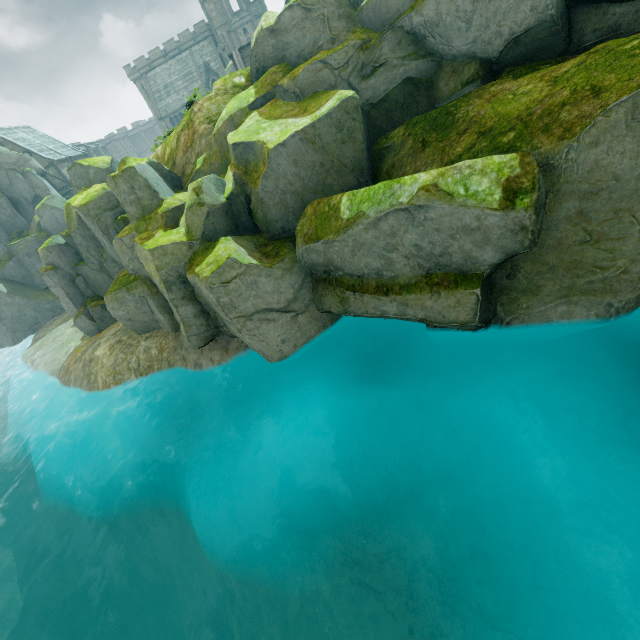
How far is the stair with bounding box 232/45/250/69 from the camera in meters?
26.4 m

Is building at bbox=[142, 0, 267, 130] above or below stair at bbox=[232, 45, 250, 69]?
above

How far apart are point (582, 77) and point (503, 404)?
8.0 meters

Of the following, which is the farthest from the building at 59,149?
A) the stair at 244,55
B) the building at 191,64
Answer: the stair at 244,55

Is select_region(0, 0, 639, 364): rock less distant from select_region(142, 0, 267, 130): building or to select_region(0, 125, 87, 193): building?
select_region(0, 125, 87, 193): building

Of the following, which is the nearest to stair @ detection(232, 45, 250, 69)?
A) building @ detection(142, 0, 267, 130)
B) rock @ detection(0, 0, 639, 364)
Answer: rock @ detection(0, 0, 639, 364)

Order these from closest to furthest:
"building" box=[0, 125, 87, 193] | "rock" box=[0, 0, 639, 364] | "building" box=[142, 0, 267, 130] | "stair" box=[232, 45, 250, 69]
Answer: → "rock" box=[0, 0, 639, 364] < "stair" box=[232, 45, 250, 69] < "building" box=[0, 125, 87, 193] < "building" box=[142, 0, 267, 130]

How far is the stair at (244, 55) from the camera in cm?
2636
